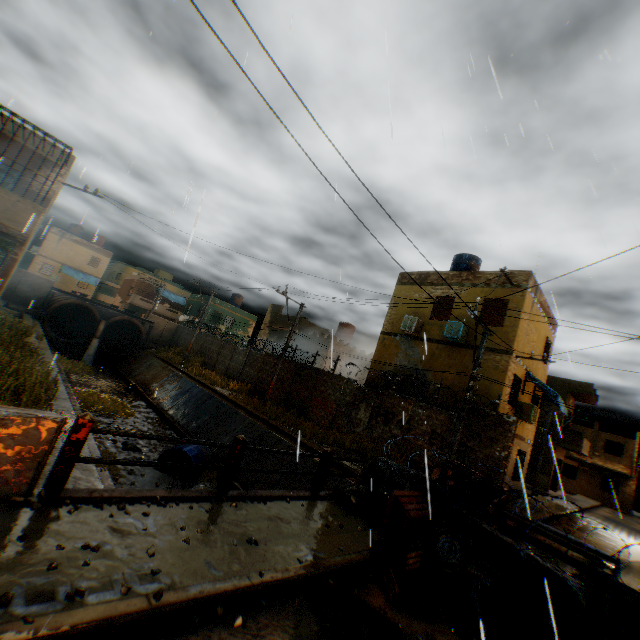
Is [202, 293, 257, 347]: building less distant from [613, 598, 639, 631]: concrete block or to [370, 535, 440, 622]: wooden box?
[613, 598, 639, 631]: concrete block

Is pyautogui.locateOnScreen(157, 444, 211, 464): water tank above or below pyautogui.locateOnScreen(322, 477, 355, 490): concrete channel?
below

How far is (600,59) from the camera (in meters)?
8.18

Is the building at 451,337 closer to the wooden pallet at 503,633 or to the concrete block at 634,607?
the concrete block at 634,607

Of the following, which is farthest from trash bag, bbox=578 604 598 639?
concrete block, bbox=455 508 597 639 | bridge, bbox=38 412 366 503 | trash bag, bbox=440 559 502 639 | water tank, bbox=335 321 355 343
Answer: water tank, bbox=335 321 355 343

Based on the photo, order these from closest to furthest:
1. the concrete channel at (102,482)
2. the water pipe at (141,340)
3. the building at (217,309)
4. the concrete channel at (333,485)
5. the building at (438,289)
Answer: the concrete channel at (102,482) < the concrete channel at (333,485) < the building at (438,289) < the water pipe at (141,340) < the building at (217,309)

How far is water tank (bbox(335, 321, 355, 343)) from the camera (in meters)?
29.31

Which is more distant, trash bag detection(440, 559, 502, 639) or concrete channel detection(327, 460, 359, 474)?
concrete channel detection(327, 460, 359, 474)
